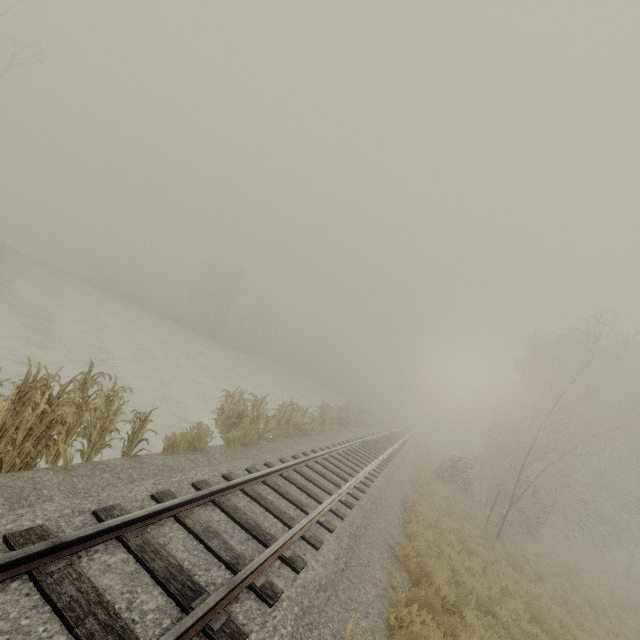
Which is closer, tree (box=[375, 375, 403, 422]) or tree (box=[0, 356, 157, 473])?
tree (box=[0, 356, 157, 473])

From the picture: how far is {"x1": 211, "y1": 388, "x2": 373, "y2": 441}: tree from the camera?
11.1m

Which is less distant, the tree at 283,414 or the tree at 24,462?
the tree at 24,462

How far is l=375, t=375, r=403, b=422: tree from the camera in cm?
5069

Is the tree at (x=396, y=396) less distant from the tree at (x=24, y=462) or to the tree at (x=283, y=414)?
the tree at (x=283, y=414)

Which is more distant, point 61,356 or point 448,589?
point 61,356

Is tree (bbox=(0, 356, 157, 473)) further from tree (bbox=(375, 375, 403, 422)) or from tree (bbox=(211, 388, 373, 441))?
tree (bbox=(375, 375, 403, 422))

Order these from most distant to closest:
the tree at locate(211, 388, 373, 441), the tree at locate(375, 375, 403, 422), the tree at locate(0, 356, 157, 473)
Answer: the tree at locate(375, 375, 403, 422) < the tree at locate(211, 388, 373, 441) < the tree at locate(0, 356, 157, 473)
